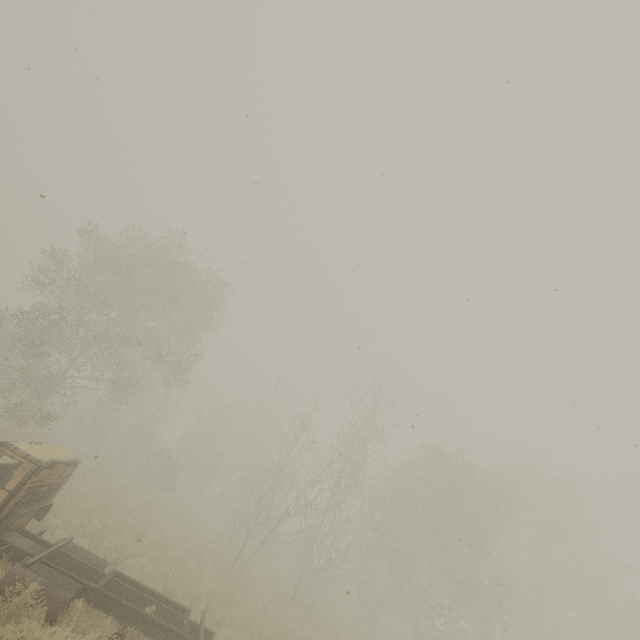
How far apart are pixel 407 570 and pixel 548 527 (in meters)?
14.43
